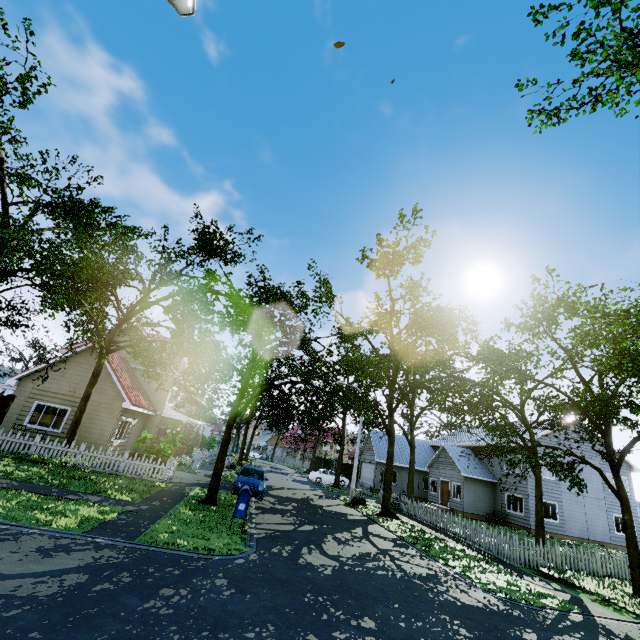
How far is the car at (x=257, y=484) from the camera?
16.5 meters

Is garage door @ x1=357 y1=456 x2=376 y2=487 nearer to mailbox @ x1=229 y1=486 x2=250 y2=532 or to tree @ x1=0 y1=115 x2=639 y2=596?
tree @ x1=0 y1=115 x2=639 y2=596

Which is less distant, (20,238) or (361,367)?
(361,367)

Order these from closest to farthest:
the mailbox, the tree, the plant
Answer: the mailbox, the tree, the plant

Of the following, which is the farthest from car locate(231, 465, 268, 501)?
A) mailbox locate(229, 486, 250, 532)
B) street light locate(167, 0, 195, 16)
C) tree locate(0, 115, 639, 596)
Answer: street light locate(167, 0, 195, 16)

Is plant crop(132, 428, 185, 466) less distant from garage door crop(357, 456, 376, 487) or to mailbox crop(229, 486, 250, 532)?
mailbox crop(229, 486, 250, 532)

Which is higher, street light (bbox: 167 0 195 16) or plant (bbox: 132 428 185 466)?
street light (bbox: 167 0 195 16)

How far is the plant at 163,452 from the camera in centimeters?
1622cm
